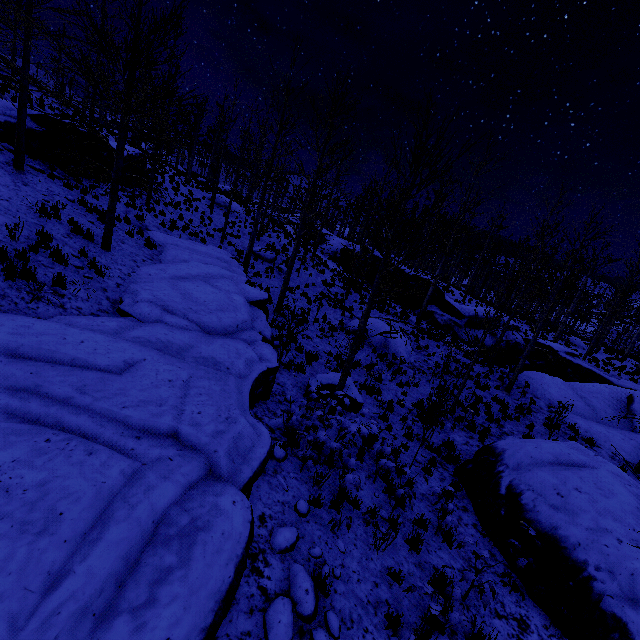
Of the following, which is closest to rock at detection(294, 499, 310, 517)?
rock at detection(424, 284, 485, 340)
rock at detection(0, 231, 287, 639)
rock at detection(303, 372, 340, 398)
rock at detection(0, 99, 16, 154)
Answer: rock at detection(0, 231, 287, 639)

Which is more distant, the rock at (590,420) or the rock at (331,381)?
the rock at (590,420)

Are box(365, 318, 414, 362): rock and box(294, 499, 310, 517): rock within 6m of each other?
no

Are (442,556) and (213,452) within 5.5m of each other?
yes

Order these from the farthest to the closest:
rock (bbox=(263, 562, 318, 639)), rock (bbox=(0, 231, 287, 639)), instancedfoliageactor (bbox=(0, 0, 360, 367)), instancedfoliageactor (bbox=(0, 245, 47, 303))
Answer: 1. instancedfoliageactor (bbox=(0, 0, 360, 367))
2. instancedfoliageactor (bbox=(0, 245, 47, 303))
3. rock (bbox=(263, 562, 318, 639))
4. rock (bbox=(0, 231, 287, 639))

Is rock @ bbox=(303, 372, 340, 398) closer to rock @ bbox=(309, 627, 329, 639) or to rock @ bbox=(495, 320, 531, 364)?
rock @ bbox=(309, 627, 329, 639)

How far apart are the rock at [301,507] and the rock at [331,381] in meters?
3.9

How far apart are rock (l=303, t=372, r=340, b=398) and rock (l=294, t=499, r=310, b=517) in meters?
3.9 m
